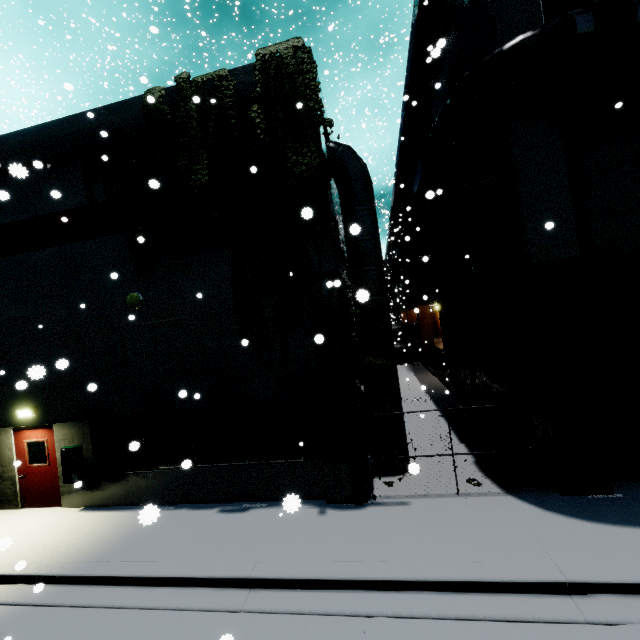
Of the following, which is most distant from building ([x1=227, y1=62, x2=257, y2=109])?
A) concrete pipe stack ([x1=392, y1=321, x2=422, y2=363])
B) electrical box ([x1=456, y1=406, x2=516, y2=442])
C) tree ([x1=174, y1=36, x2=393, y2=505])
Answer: concrete pipe stack ([x1=392, y1=321, x2=422, y2=363])

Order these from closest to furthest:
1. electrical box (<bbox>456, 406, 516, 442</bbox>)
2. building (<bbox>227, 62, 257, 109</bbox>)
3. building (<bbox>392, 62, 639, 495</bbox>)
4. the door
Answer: building (<bbox>392, 62, 639, 495</bbox>)
building (<bbox>227, 62, 257, 109</bbox>)
the door
electrical box (<bbox>456, 406, 516, 442</bbox>)

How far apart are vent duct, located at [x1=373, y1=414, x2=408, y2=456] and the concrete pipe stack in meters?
20.9

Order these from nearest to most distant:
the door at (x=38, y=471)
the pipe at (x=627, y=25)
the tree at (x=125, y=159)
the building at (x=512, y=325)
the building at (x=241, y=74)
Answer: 1. the pipe at (x=627, y=25)
2. the building at (x=512, y=325)
3. the building at (x=241, y=74)
4. the tree at (x=125, y=159)
5. the door at (x=38, y=471)

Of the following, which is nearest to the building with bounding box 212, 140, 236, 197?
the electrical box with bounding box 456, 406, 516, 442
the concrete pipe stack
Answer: the electrical box with bounding box 456, 406, 516, 442

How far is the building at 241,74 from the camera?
7.9m

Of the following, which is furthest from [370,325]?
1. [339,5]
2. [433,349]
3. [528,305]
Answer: [339,5]

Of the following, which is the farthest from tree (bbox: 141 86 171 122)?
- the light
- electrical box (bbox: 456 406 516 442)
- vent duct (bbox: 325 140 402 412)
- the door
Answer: electrical box (bbox: 456 406 516 442)
